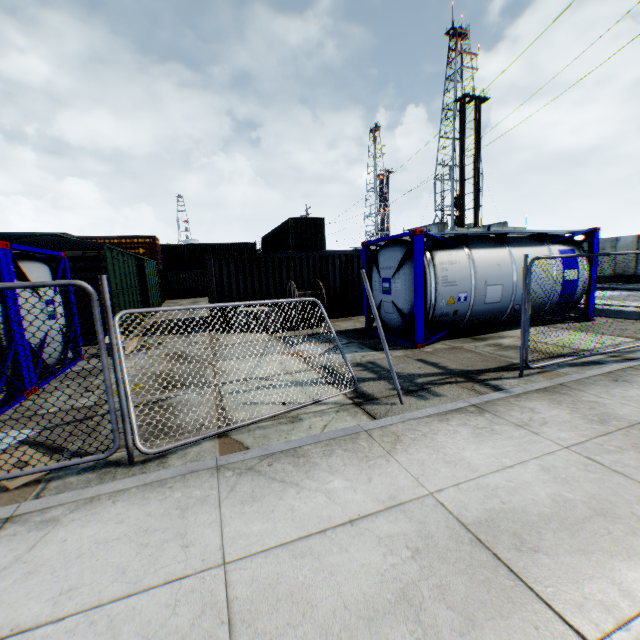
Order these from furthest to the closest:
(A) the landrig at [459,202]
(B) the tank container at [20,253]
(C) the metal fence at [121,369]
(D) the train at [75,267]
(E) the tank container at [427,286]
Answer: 1. (A) the landrig at [459,202]
2. (D) the train at [75,267]
3. (E) the tank container at [427,286]
4. (B) the tank container at [20,253]
5. (C) the metal fence at [121,369]

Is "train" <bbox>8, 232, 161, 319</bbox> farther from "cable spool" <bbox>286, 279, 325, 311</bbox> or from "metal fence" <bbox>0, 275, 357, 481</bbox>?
"metal fence" <bbox>0, 275, 357, 481</bbox>

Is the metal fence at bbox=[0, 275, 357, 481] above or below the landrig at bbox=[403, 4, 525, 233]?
below

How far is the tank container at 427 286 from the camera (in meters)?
8.32

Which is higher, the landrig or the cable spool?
the landrig

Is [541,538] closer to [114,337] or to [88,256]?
[114,337]

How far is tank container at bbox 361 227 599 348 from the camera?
8.3 meters

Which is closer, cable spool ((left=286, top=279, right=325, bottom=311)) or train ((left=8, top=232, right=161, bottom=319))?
train ((left=8, top=232, right=161, bottom=319))
